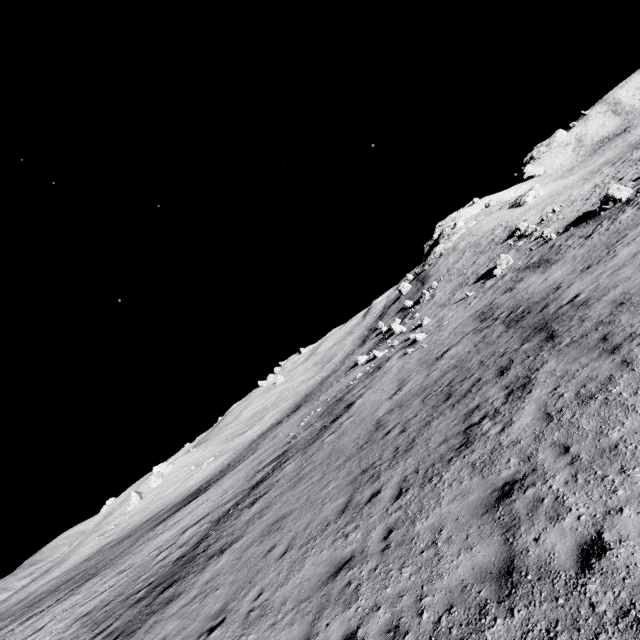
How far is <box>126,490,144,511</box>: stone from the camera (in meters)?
56.03

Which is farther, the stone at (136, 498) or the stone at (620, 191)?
the stone at (136, 498)

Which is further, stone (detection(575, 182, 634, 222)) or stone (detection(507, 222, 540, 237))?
stone (detection(507, 222, 540, 237))

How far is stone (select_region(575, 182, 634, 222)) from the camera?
25.8m

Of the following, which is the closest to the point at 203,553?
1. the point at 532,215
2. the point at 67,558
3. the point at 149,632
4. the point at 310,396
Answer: the point at 149,632

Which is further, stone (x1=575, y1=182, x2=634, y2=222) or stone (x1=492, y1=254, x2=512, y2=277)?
stone (x1=492, y1=254, x2=512, y2=277)

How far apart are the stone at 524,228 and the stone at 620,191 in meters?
15.4

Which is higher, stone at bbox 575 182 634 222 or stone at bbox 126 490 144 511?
stone at bbox 126 490 144 511
